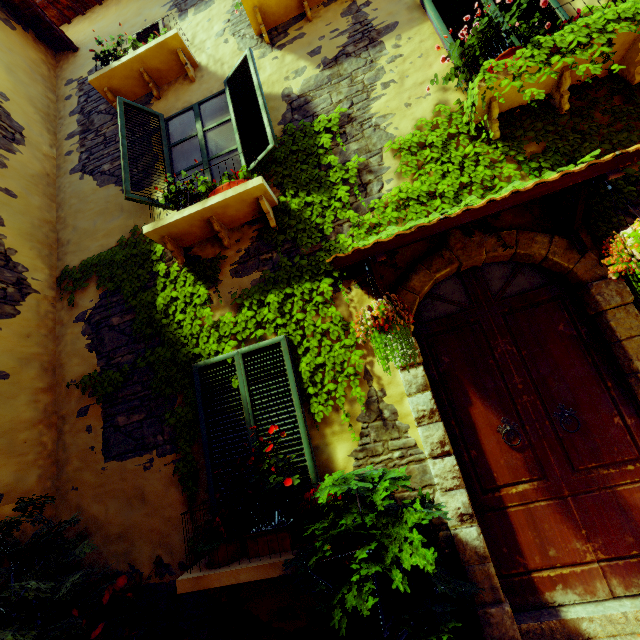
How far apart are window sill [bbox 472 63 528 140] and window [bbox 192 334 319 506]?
2.93m

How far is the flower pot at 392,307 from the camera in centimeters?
234cm

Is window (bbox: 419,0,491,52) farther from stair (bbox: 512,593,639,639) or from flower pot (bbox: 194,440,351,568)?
stair (bbox: 512,593,639,639)

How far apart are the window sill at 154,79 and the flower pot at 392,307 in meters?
4.6 m

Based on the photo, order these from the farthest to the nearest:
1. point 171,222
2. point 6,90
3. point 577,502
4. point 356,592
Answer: point 6,90 < point 171,222 < point 577,502 < point 356,592

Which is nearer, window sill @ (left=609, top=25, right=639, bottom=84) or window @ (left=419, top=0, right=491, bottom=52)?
window sill @ (left=609, top=25, right=639, bottom=84)

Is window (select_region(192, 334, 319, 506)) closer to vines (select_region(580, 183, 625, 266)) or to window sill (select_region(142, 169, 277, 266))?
vines (select_region(580, 183, 625, 266))

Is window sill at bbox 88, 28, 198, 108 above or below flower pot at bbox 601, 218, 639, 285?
above
